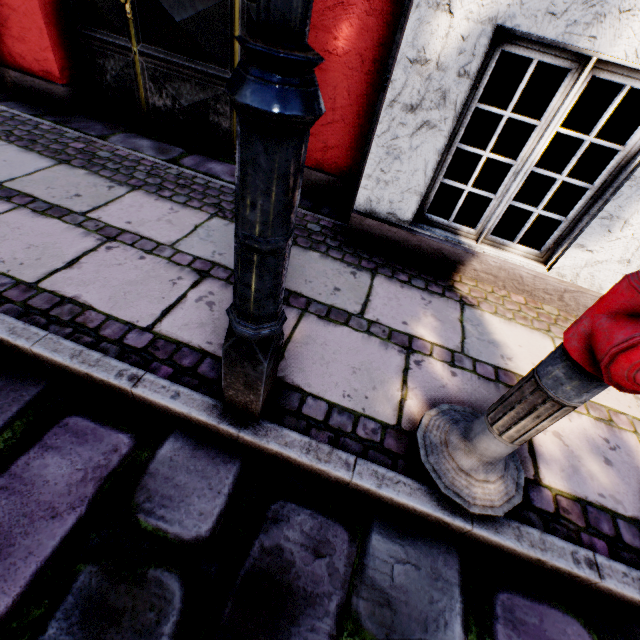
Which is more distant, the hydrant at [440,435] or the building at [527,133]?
the building at [527,133]

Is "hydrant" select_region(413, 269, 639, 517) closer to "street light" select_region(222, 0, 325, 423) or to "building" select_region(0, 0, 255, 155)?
"street light" select_region(222, 0, 325, 423)

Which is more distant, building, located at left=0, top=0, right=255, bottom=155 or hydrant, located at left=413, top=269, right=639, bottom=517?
building, located at left=0, top=0, right=255, bottom=155

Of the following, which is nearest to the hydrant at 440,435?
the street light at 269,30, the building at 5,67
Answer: the street light at 269,30

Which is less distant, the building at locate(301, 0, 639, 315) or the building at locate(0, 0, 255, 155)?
the building at locate(301, 0, 639, 315)

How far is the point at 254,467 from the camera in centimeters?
136cm

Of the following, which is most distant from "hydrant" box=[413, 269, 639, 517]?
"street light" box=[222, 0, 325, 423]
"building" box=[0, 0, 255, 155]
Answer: "building" box=[0, 0, 255, 155]
